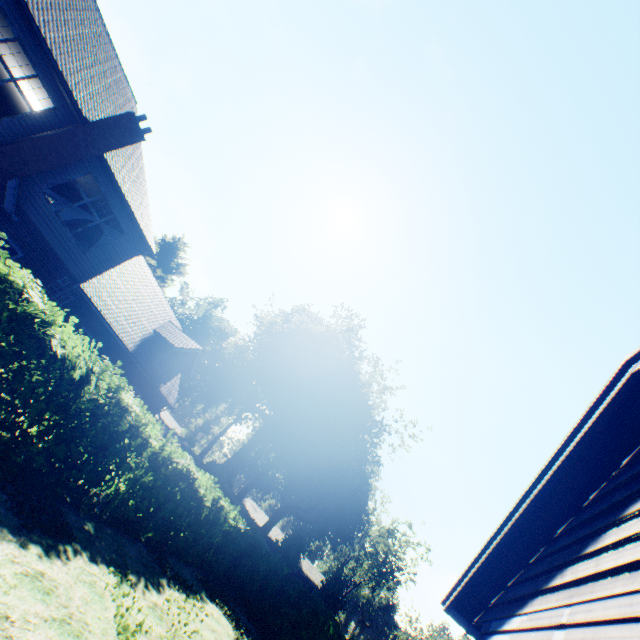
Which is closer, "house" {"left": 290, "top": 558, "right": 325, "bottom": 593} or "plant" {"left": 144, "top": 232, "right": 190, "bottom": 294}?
"plant" {"left": 144, "top": 232, "right": 190, "bottom": 294}

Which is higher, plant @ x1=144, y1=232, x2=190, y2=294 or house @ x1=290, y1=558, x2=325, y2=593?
plant @ x1=144, y1=232, x2=190, y2=294

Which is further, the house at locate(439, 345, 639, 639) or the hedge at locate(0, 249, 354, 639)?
the hedge at locate(0, 249, 354, 639)

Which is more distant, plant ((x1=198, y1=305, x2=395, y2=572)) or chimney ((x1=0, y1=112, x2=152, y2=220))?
plant ((x1=198, y1=305, x2=395, y2=572))

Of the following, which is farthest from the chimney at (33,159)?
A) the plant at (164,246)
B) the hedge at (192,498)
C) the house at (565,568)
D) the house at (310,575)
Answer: the house at (310,575)

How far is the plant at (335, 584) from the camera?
41.9m

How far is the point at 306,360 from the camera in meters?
40.9 m

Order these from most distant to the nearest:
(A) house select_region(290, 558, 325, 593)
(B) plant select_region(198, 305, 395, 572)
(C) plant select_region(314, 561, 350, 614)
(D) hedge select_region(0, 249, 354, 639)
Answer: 1. (A) house select_region(290, 558, 325, 593)
2. (C) plant select_region(314, 561, 350, 614)
3. (B) plant select_region(198, 305, 395, 572)
4. (D) hedge select_region(0, 249, 354, 639)
